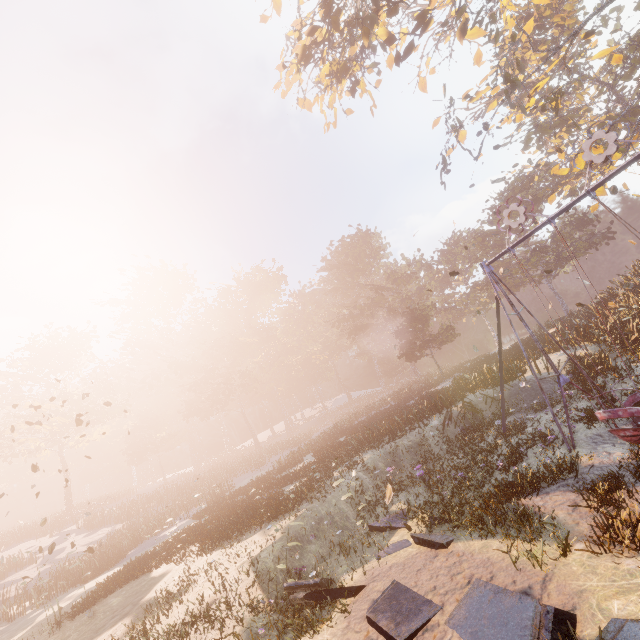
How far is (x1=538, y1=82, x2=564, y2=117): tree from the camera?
17.61m

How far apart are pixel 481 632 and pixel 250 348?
53.77m

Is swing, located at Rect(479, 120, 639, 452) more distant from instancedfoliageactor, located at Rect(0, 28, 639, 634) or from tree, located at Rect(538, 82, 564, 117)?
instancedfoliageactor, located at Rect(0, 28, 639, 634)

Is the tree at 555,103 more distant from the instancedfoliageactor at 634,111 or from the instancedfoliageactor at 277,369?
the instancedfoliageactor at 277,369

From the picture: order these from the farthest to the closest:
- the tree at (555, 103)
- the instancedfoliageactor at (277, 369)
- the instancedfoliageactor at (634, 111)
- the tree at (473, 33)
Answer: the instancedfoliageactor at (634, 111), the tree at (555, 103), the tree at (473, 33), the instancedfoliageactor at (277, 369)

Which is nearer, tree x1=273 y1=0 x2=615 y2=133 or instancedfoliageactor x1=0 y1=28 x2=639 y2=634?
instancedfoliageactor x1=0 y1=28 x2=639 y2=634

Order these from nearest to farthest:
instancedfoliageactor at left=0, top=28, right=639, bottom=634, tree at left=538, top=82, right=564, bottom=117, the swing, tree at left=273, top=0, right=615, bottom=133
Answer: the swing, instancedfoliageactor at left=0, top=28, right=639, bottom=634, tree at left=273, top=0, right=615, bottom=133, tree at left=538, top=82, right=564, bottom=117

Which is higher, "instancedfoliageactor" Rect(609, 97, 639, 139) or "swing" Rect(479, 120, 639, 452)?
"instancedfoliageactor" Rect(609, 97, 639, 139)
